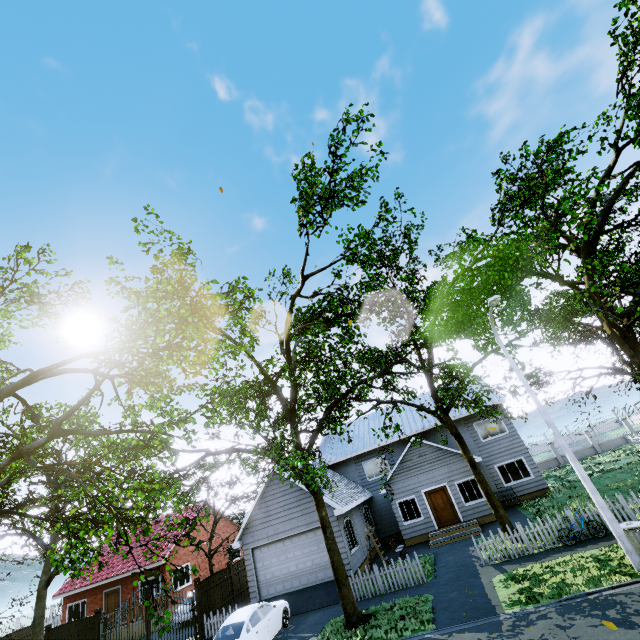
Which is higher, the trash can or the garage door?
the garage door

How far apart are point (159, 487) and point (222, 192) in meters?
7.5 m

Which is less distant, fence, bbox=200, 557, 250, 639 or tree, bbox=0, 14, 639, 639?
tree, bbox=0, 14, 639, 639

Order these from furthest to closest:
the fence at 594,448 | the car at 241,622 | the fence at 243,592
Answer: the fence at 594,448, the fence at 243,592, the car at 241,622

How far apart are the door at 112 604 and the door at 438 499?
23.6m

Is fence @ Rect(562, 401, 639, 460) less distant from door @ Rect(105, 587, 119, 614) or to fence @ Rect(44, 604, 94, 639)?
fence @ Rect(44, 604, 94, 639)

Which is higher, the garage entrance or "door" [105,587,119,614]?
"door" [105,587,119,614]

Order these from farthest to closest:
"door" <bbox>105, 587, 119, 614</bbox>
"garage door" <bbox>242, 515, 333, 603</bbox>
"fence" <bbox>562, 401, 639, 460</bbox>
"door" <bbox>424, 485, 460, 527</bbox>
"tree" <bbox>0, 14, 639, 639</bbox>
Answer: "fence" <bbox>562, 401, 639, 460</bbox>
"door" <bbox>105, 587, 119, 614</bbox>
"door" <bbox>424, 485, 460, 527</bbox>
"garage door" <bbox>242, 515, 333, 603</bbox>
"tree" <bbox>0, 14, 639, 639</bbox>
